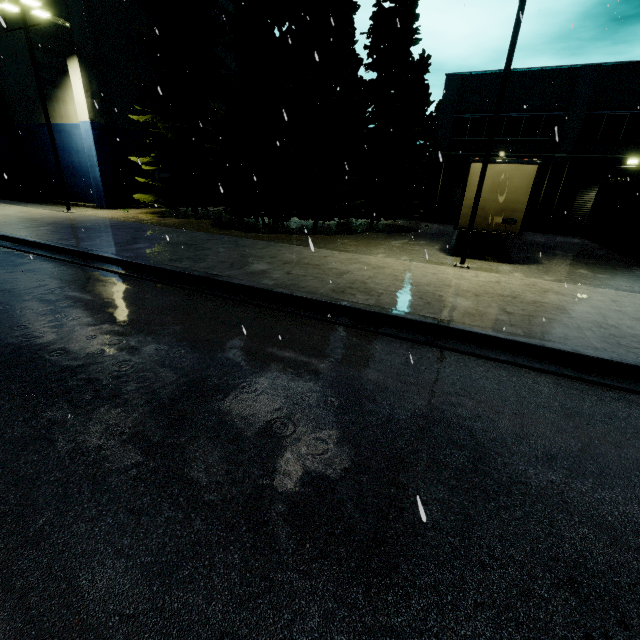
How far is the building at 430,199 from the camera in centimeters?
2239cm

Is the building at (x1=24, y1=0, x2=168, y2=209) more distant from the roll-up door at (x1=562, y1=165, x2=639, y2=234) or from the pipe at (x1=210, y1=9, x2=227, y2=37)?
the roll-up door at (x1=562, y1=165, x2=639, y2=234)

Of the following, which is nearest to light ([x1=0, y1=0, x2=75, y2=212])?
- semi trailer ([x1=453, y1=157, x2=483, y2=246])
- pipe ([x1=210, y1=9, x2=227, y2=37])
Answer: pipe ([x1=210, y1=9, x2=227, y2=37])

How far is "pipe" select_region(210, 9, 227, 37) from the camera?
25.02m

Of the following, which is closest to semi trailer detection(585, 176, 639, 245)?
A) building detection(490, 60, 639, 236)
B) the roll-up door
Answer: the roll-up door

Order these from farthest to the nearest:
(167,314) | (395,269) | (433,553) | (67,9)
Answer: (67,9) < (395,269) < (167,314) < (433,553)

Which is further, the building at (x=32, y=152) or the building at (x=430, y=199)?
the building at (x=430, y=199)

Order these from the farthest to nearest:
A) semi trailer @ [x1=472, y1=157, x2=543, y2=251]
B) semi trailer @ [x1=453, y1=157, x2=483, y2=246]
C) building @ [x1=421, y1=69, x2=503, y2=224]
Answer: building @ [x1=421, y1=69, x2=503, y2=224] < semi trailer @ [x1=453, y1=157, x2=483, y2=246] < semi trailer @ [x1=472, y1=157, x2=543, y2=251]
